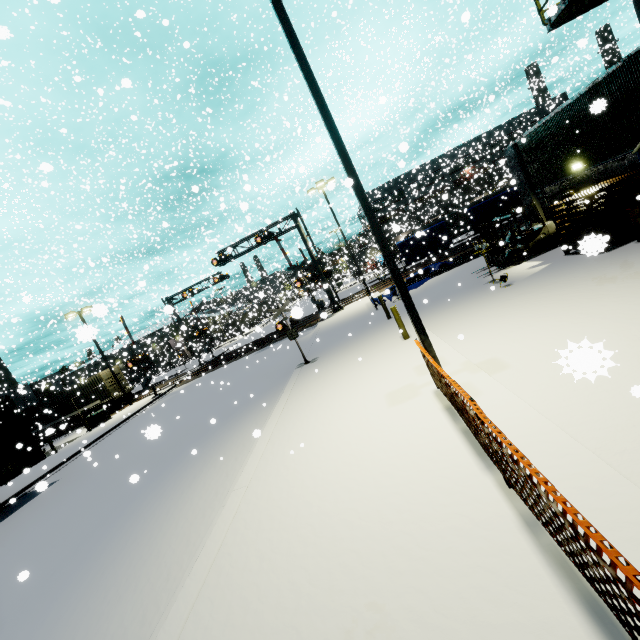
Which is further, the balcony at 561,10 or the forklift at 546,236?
the forklift at 546,236

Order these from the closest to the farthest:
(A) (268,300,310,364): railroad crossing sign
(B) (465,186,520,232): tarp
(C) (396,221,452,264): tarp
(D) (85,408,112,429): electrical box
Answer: (A) (268,300,310,364): railroad crossing sign
(B) (465,186,520,232): tarp
(C) (396,221,452,264): tarp
(D) (85,408,112,429): electrical box

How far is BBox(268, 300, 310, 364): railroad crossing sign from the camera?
13.41m

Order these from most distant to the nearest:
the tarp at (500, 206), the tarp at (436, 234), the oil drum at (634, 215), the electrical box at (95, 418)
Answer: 1. the electrical box at (95, 418)
2. the tarp at (436, 234)
3. the tarp at (500, 206)
4. the oil drum at (634, 215)

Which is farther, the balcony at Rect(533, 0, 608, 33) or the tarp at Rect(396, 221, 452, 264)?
the tarp at Rect(396, 221, 452, 264)

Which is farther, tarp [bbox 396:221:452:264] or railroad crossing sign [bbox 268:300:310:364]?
tarp [bbox 396:221:452:264]

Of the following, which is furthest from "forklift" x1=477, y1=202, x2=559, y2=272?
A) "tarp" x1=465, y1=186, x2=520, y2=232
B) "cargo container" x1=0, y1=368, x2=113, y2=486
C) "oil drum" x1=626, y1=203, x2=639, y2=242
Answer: "oil drum" x1=626, y1=203, x2=639, y2=242

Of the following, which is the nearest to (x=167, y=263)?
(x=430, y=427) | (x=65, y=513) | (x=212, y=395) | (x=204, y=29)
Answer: (x=212, y=395)
